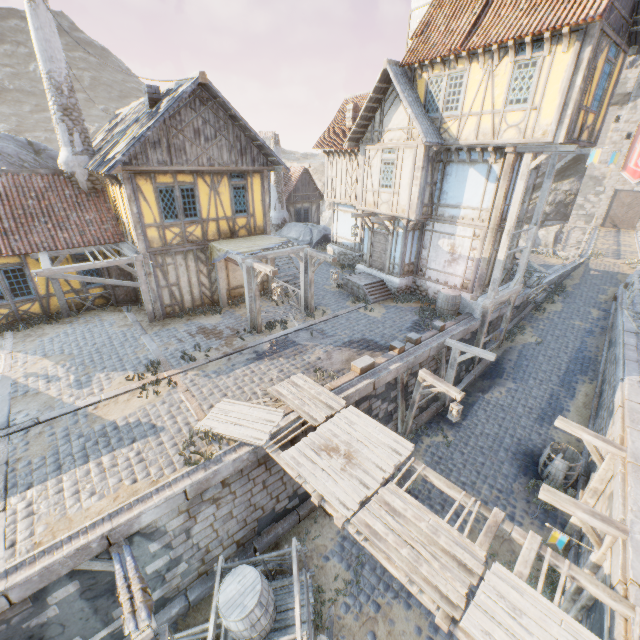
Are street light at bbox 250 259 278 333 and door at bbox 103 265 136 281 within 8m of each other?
yes

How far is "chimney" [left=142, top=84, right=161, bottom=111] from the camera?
12.2 meters

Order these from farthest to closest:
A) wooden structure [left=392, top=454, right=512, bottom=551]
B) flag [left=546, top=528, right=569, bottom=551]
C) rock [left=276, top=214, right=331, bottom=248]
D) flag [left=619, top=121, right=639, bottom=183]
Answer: flag [left=619, top=121, right=639, bottom=183], rock [left=276, top=214, right=331, bottom=248], flag [left=546, top=528, right=569, bottom=551], wooden structure [left=392, top=454, right=512, bottom=551]

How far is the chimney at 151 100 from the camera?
12.2m

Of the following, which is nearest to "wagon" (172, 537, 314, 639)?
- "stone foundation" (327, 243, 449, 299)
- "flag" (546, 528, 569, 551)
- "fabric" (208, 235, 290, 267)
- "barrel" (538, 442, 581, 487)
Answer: "flag" (546, 528, 569, 551)

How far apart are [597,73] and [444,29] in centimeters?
574cm

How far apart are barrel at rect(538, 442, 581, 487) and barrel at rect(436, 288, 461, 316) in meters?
5.9 m

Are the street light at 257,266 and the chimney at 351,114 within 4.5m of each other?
no
